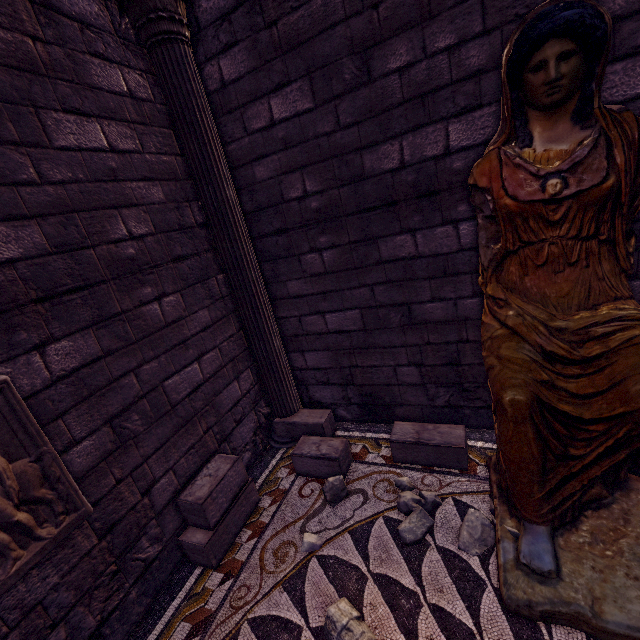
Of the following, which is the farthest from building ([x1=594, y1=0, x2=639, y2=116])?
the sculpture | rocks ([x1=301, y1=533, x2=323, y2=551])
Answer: rocks ([x1=301, y1=533, x2=323, y2=551])

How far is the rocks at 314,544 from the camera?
2.5m

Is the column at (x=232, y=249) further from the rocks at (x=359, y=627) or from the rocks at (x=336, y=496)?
the rocks at (x=359, y=627)

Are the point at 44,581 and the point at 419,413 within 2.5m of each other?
no

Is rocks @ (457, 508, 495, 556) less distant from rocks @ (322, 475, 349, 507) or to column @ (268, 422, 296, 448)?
rocks @ (322, 475, 349, 507)

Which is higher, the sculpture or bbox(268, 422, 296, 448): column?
the sculpture

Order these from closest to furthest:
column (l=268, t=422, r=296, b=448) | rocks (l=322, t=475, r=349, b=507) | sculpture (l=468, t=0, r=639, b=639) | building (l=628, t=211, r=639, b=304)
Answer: sculpture (l=468, t=0, r=639, b=639), building (l=628, t=211, r=639, b=304), rocks (l=322, t=475, r=349, b=507), column (l=268, t=422, r=296, b=448)

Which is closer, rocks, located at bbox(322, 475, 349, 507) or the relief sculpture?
the relief sculpture
